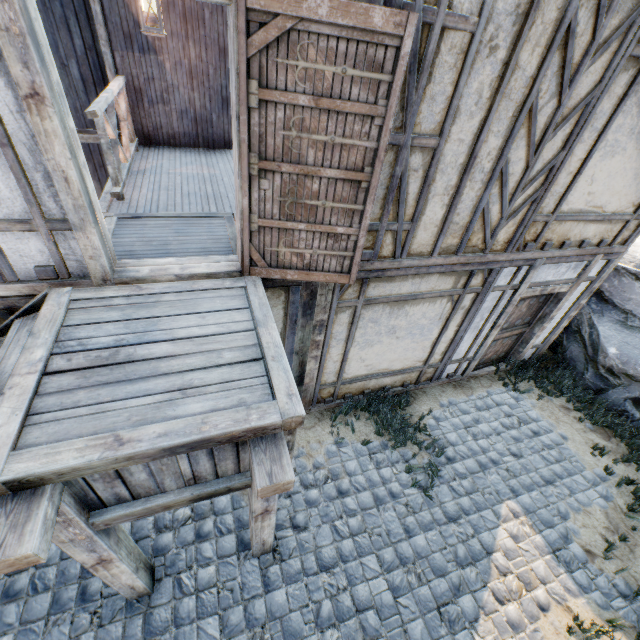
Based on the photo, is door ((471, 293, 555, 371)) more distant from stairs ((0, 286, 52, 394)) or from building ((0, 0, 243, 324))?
stairs ((0, 286, 52, 394))

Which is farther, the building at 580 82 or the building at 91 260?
the building at 580 82

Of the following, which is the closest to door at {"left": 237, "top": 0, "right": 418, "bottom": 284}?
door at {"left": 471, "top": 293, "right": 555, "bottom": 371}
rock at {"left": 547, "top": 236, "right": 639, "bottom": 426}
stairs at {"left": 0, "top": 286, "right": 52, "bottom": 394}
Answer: stairs at {"left": 0, "top": 286, "right": 52, "bottom": 394}

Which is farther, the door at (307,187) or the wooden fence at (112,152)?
the wooden fence at (112,152)

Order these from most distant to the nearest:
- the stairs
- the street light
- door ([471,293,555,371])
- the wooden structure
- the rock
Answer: the rock, door ([471,293,555,371]), the street light, the stairs, the wooden structure

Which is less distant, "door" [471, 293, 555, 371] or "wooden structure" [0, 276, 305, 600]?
"wooden structure" [0, 276, 305, 600]

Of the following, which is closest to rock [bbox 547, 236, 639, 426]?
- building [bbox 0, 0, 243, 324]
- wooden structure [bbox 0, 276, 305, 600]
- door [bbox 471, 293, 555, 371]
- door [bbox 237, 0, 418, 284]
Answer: building [bbox 0, 0, 243, 324]

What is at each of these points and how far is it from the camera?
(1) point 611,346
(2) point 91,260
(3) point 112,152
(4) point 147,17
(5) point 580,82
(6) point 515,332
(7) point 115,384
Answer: (1) rock, 6.59m
(2) building, 2.88m
(3) wooden fence, 4.29m
(4) street light, 3.92m
(5) building, 3.32m
(6) door, 6.48m
(7) wooden structure, 2.25m
